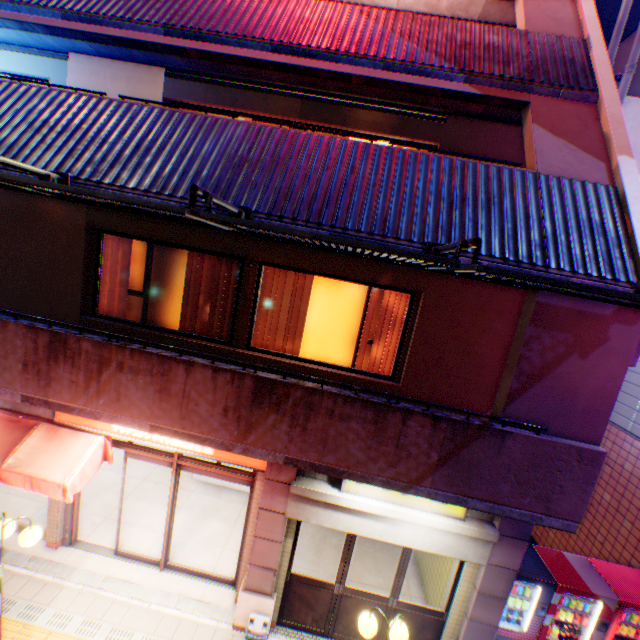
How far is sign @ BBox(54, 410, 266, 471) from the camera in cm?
567

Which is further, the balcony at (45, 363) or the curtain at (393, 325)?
the curtain at (393, 325)

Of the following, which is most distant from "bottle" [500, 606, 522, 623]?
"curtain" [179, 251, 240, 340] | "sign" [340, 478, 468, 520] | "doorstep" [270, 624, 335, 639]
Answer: "curtain" [179, 251, 240, 340]

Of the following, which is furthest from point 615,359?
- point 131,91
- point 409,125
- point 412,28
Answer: point 131,91

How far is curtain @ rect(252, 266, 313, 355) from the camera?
5.79m

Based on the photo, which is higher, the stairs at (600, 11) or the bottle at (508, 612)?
the stairs at (600, 11)

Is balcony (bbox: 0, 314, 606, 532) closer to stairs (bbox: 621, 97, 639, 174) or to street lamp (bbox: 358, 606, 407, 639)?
street lamp (bbox: 358, 606, 407, 639)

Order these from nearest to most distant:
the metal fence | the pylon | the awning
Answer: the metal fence → the pylon → the awning
